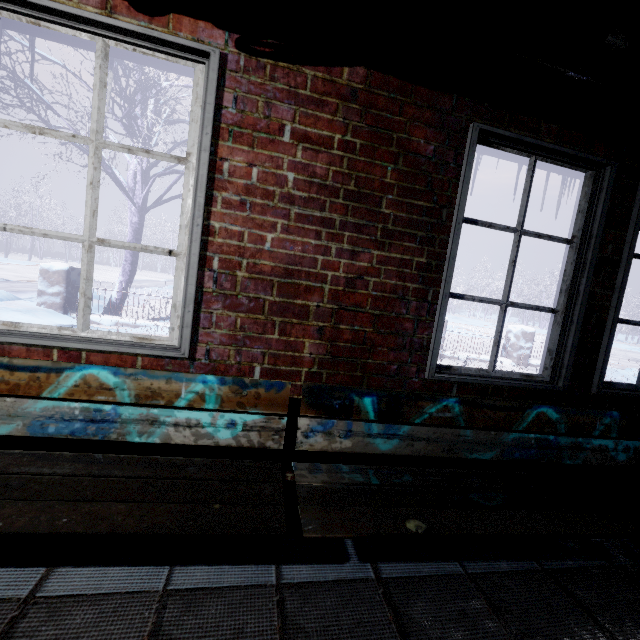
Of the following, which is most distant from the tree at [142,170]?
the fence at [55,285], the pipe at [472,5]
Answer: the pipe at [472,5]

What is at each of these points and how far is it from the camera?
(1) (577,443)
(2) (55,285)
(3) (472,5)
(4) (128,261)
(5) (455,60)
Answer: (1) bench, 1.6 meters
(2) fence, 5.2 meters
(3) pipe, 0.9 meters
(4) tree, 5.9 meters
(5) beam, 1.4 meters

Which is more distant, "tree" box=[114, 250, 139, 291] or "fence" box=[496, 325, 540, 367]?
"fence" box=[496, 325, 540, 367]

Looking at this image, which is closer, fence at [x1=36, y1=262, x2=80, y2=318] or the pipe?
the pipe

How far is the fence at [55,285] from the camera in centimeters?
518cm

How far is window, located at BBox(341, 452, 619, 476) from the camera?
1.7m

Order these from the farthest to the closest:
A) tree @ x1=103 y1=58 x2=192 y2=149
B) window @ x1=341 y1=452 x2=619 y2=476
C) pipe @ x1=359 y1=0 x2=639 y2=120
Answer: tree @ x1=103 y1=58 x2=192 y2=149 < window @ x1=341 y1=452 x2=619 y2=476 < pipe @ x1=359 y1=0 x2=639 y2=120

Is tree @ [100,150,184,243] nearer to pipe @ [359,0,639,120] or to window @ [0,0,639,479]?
window @ [0,0,639,479]
